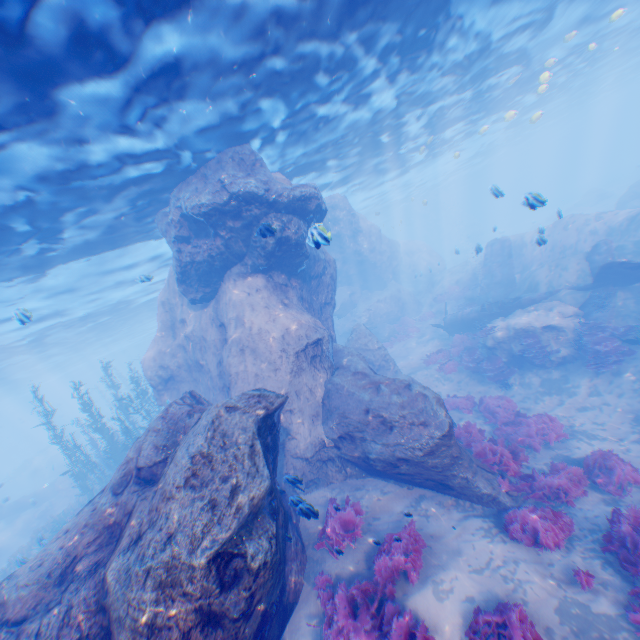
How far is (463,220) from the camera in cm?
5944

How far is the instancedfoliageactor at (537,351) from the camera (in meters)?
14.24

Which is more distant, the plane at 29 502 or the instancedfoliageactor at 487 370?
the plane at 29 502

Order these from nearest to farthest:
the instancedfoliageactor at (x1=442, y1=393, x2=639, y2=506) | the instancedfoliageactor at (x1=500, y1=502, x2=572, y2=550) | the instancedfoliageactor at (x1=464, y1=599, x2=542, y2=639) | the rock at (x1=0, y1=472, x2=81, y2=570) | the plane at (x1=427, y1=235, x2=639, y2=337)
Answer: the instancedfoliageactor at (x1=464, y1=599, x2=542, y2=639), the instancedfoliageactor at (x1=500, y1=502, x2=572, y2=550), the instancedfoliageactor at (x1=442, y1=393, x2=639, y2=506), the plane at (x1=427, y1=235, x2=639, y2=337), the rock at (x1=0, y1=472, x2=81, y2=570)

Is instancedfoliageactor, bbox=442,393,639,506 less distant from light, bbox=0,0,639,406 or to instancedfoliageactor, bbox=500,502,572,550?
instancedfoliageactor, bbox=500,502,572,550

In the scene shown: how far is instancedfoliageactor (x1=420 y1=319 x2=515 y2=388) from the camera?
15.5m

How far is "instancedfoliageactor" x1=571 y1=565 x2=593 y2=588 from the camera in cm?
539

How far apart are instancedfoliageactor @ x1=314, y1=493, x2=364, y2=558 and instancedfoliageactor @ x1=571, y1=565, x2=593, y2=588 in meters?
3.8 m
